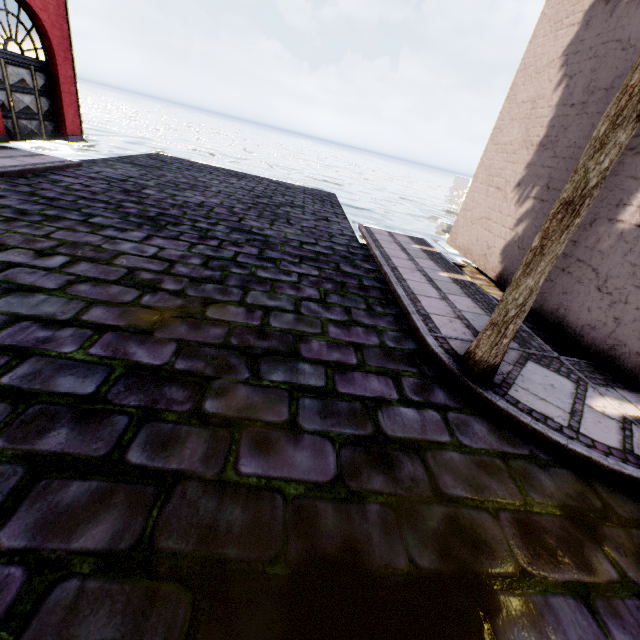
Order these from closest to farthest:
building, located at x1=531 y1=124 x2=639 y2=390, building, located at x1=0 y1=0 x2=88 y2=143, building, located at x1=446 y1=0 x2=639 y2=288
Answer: building, located at x1=531 y1=124 x2=639 y2=390, building, located at x1=446 y1=0 x2=639 y2=288, building, located at x1=0 y1=0 x2=88 y2=143

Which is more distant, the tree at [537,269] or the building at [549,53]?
the building at [549,53]

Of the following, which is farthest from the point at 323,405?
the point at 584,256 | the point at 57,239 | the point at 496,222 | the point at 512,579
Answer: the point at 496,222

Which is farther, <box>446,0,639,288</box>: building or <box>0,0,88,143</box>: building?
<box>0,0,88,143</box>: building

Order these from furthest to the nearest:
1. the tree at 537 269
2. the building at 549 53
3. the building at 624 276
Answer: the building at 549 53 < the building at 624 276 < the tree at 537 269

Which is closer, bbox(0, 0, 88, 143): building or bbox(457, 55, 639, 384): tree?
bbox(457, 55, 639, 384): tree
